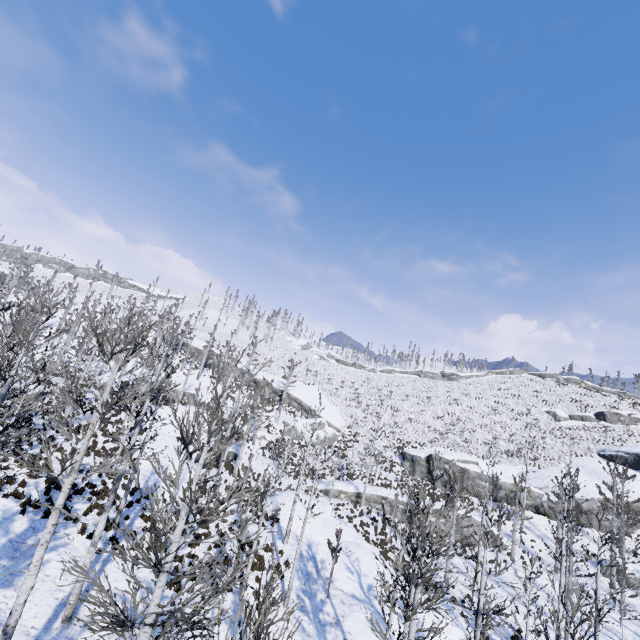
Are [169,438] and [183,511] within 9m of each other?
no

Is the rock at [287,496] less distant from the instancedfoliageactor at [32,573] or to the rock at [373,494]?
the instancedfoliageactor at [32,573]

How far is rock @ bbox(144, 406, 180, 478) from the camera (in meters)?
23.63

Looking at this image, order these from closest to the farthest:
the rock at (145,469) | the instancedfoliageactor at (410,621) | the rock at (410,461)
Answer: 1. the instancedfoliageactor at (410,621)
2. the rock at (145,469)
3. the rock at (410,461)

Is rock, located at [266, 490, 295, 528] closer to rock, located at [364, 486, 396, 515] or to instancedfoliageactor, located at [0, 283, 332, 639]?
instancedfoliageactor, located at [0, 283, 332, 639]

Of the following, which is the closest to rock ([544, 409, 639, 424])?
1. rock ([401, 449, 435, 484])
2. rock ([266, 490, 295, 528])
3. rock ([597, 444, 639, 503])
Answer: rock ([597, 444, 639, 503])

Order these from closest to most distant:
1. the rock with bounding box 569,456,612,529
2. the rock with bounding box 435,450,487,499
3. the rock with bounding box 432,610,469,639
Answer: the rock with bounding box 432,610,469,639 < the rock with bounding box 569,456,612,529 < the rock with bounding box 435,450,487,499

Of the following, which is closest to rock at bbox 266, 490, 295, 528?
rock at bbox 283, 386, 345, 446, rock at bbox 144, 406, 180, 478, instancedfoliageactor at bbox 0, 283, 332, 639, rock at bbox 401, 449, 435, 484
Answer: instancedfoliageactor at bbox 0, 283, 332, 639
